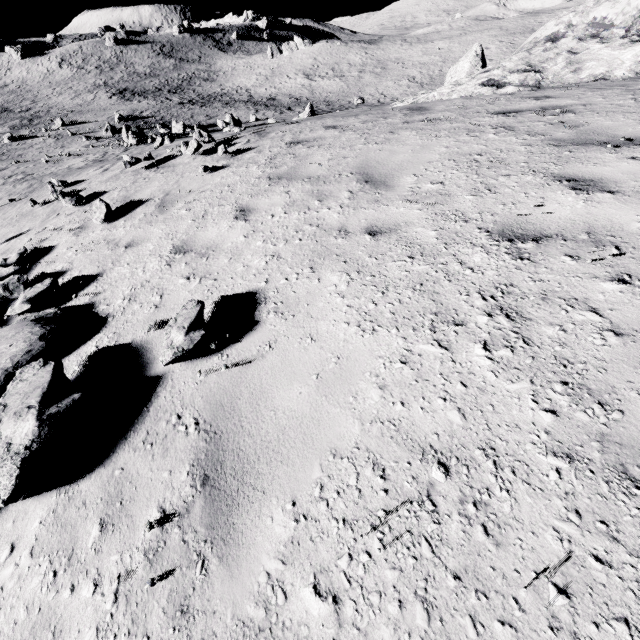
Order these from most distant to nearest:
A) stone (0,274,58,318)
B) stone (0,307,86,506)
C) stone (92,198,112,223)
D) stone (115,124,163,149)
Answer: stone (115,124,163,149)
stone (92,198,112,223)
stone (0,274,58,318)
stone (0,307,86,506)

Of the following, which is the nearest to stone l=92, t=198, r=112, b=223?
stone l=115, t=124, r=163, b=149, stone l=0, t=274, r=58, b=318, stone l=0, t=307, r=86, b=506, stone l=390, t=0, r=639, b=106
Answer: stone l=0, t=274, r=58, b=318

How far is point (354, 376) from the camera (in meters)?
2.37

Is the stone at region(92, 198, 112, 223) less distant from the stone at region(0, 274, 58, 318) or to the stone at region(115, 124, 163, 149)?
the stone at region(0, 274, 58, 318)

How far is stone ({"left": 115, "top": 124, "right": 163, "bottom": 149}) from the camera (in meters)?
12.18

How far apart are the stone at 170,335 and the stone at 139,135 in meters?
27.8 m

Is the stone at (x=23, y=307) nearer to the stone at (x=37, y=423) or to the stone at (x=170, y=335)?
the stone at (x=37, y=423)
